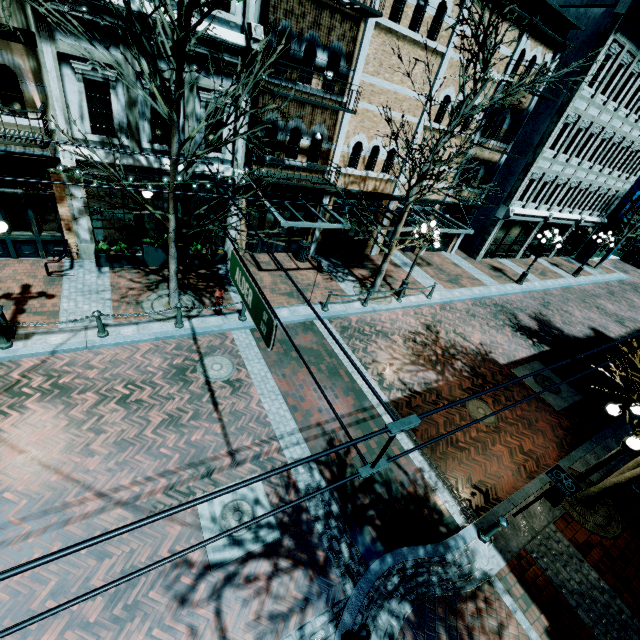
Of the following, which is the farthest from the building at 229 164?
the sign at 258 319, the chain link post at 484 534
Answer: the chain link post at 484 534

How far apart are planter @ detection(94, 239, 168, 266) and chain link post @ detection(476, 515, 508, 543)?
12.48m

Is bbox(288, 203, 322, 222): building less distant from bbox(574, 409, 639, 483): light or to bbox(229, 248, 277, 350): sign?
bbox(229, 248, 277, 350): sign

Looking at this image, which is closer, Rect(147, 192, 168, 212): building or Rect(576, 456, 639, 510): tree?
Rect(576, 456, 639, 510): tree

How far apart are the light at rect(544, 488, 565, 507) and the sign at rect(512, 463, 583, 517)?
1.19m

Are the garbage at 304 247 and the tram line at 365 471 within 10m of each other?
no

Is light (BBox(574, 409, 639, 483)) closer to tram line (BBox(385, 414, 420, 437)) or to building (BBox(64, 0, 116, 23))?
tram line (BBox(385, 414, 420, 437))

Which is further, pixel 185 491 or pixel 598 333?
pixel 598 333
